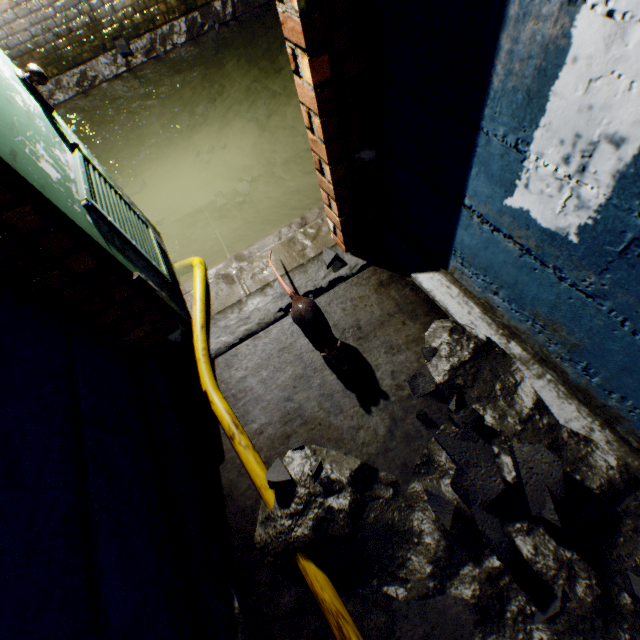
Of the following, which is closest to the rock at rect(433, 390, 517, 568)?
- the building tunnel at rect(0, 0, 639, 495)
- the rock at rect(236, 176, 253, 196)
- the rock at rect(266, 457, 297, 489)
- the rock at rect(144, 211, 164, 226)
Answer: the building tunnel at rect(0, 0, 639, 495)

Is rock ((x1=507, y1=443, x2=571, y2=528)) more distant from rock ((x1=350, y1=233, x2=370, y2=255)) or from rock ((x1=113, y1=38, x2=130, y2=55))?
rock ((x1=113, y1=38, x2=130, y2=55))

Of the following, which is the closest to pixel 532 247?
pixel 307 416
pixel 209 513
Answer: pixel 307 416

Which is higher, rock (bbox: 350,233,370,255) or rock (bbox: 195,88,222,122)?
rock (bbox: 350,233,370,255)

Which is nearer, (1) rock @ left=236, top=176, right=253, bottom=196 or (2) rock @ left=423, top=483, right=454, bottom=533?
(2) rock @ left=423, top=483, right=454, bottom=533

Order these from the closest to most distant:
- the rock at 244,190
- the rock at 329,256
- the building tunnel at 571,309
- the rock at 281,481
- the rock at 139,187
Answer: the building tunnel at 571,309, the rock at 281,481, the rock at 329,256, the rock at 244,190, the rock at 139,187

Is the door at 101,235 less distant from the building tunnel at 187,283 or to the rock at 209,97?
the building tunnel at 187,283

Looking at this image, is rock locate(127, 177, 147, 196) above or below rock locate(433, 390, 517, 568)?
below
